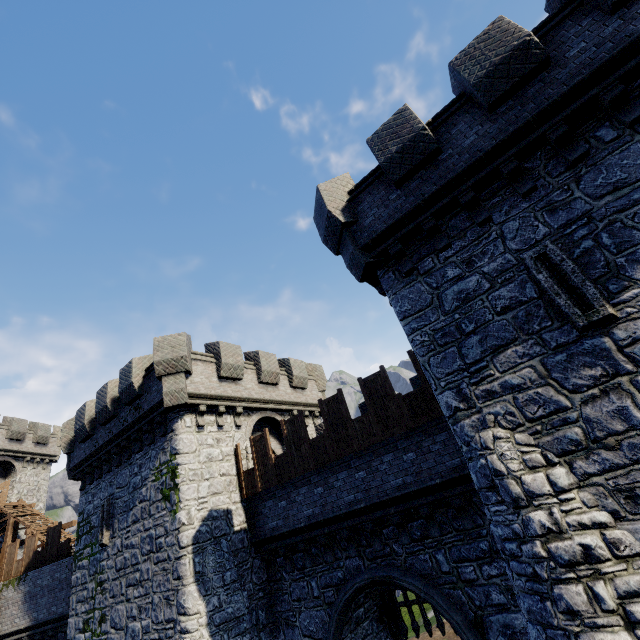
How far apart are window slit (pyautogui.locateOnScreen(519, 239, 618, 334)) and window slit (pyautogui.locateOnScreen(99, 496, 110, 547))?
18.64m

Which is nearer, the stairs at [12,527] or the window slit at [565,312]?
the window slit at [565,312]

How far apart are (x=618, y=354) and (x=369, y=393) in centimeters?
675cm

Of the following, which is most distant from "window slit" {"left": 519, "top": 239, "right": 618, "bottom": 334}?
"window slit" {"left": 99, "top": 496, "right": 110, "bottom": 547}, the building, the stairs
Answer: the stairs

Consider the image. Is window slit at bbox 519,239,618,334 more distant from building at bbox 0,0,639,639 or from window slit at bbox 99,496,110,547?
window slit at bbox 99,496,110,547

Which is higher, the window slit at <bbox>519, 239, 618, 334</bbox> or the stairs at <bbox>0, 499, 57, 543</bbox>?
the stairs at <bbox>0, 499, 57, 543</bbox>

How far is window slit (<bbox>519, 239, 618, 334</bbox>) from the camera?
5.7 meters

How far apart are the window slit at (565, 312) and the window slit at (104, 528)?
18.6 meters
